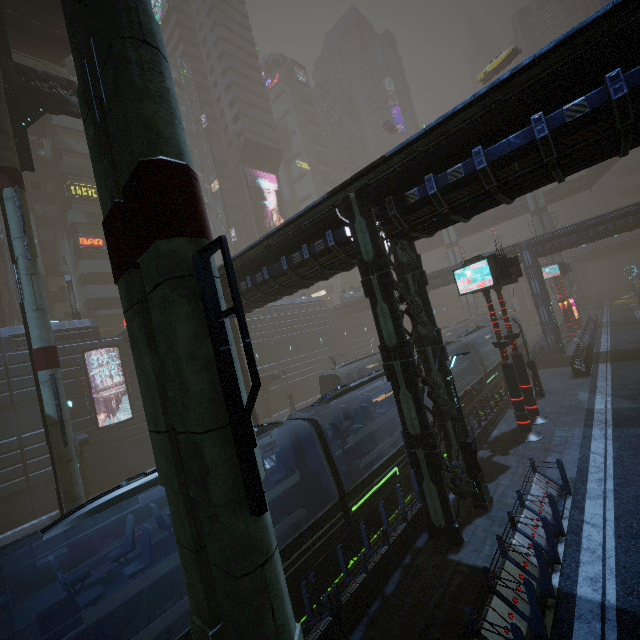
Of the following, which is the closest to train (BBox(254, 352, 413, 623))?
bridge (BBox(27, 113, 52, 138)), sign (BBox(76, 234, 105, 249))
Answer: sign (BBox(76, 234, 105, 249))

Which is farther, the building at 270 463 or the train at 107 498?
the building at 270 463

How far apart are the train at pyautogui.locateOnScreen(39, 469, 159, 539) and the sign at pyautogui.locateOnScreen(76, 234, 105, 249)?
37.4 meters

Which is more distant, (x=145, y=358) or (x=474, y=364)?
(x=474, y=364)

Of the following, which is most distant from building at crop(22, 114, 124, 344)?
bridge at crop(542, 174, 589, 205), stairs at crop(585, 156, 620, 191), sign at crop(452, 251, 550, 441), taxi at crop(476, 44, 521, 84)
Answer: stairs at crop(585, 156, 620, 191)

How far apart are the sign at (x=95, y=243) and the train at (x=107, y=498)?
37.40m

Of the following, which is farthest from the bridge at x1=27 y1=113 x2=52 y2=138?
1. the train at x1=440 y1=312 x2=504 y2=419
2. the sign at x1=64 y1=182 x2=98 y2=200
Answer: the train at x1=440 y1=312 x2=504 y2=419

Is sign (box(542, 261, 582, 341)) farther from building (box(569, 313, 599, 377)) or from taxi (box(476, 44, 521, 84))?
taxi (box(476, 44, 521, 84))
